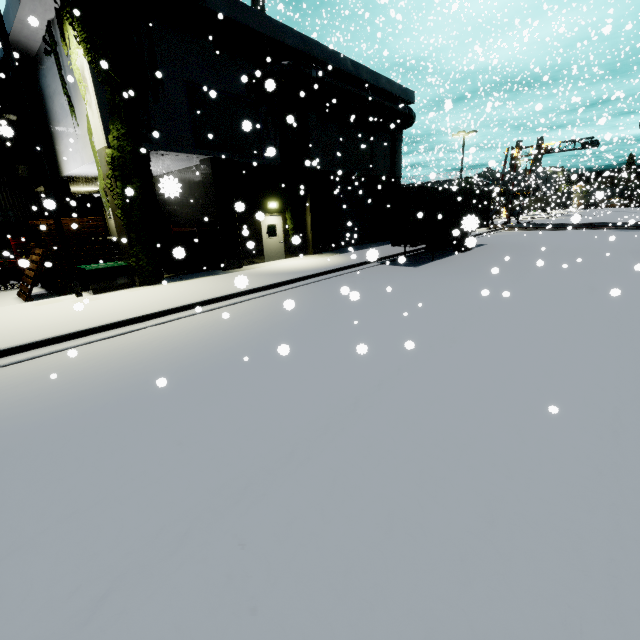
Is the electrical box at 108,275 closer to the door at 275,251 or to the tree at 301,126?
the tree at 301,126

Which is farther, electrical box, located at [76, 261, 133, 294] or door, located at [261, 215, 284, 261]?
door, located at [261, 215, 284, 261]

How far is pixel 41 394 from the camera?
5.3m

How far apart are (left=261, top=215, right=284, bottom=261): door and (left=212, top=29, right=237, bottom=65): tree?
6.3m

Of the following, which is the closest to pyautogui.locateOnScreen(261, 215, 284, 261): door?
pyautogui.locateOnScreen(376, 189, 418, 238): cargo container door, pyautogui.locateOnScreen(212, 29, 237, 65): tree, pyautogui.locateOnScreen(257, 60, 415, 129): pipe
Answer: pyautogui.locateOnScreen(376, 189, 418, 238): cargo container door

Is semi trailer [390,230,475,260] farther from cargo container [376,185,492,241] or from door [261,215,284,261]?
door [261,215,284,261]

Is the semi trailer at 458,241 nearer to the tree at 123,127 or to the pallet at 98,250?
the tree at 123,127

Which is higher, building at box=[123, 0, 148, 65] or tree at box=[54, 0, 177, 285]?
building at box=[123, 0, 148, 65]
